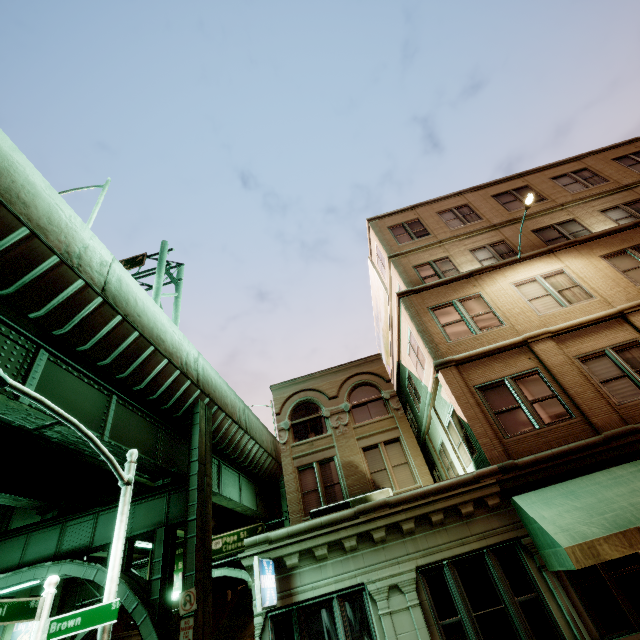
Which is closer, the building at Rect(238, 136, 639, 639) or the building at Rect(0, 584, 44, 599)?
the building at Rect(238, 136, 639, 639)

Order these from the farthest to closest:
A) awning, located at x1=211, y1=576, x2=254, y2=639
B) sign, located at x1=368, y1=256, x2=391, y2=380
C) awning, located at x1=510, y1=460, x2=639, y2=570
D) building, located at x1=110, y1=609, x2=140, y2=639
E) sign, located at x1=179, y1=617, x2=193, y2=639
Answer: building, located at x1=110, y1=609, x2=140, y2=639 → sign, located at x1=368, y1=256, x2=391, y2=380 → sign, located at x1=179, y1=617, x2=193, y2=639 → awning, located at x1=211, y1=576, x2=254, y2=639 → awning, located at x1=510, y1=460, x2=639, y2=570

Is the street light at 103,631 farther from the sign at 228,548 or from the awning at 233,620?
the sign at 228,548

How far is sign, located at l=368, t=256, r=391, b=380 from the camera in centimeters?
1980cm

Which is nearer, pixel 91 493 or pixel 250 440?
pixel 91 493

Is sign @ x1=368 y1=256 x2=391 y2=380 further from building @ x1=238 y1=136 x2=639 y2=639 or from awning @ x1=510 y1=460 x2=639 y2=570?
awning @ x1=510 y1=460 x2=639 y2=570

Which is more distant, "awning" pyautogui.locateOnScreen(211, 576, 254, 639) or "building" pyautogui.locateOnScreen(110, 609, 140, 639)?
"building" pyautogui.locateOnScreen(110, 609, 140, 639)

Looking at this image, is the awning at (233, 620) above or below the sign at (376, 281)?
below
